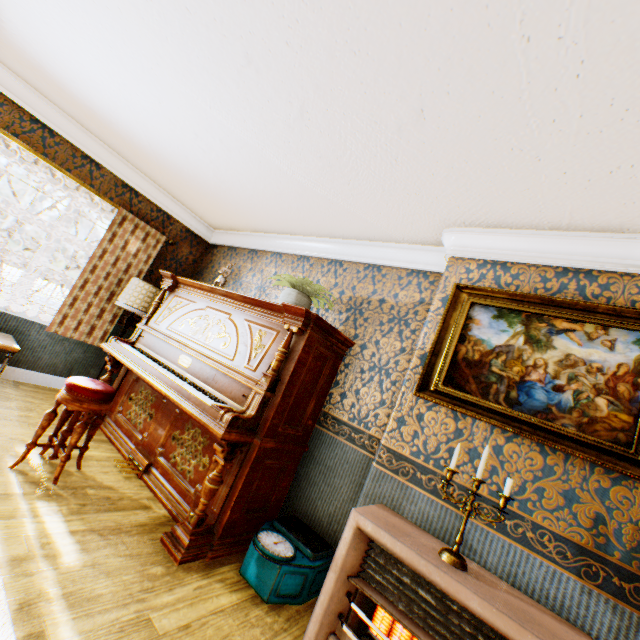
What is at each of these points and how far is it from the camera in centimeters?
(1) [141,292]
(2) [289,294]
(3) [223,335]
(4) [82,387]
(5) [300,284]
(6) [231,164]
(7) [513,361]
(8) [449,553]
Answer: (1) lamp, 434cm
(2) flower pot, 322cm
(3) piano, 326cm
(4) piano stool, 257cm
(5) plant, 324cm
(6) building, 335cm
(7) painting, 227cm
(8) candle holder, 178cm

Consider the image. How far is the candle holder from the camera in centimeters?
176cm

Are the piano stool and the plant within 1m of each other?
no

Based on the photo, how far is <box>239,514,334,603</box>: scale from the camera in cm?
225

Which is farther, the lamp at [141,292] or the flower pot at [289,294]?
the lamp at [141,292]

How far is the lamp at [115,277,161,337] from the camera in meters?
4.3

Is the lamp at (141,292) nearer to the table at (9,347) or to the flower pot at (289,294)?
the table at (9,347)

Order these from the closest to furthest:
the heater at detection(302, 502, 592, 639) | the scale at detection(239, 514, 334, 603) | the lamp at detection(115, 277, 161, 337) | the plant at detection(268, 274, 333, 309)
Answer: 1. the heater at detection(302, 502, 592, 639)
2. the scale at detection(239, 514, 334, 603)
3. the plant at detection(268, 274, 333, 309)
4. the lamp at detection(115, 277, 161, 337)
